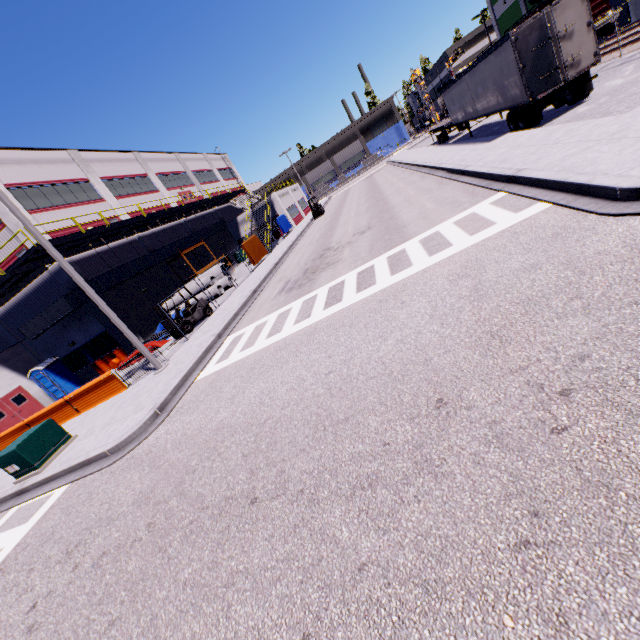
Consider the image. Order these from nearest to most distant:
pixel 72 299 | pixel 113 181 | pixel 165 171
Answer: pixel 72 299
pixel 113 181
pixel 165 171

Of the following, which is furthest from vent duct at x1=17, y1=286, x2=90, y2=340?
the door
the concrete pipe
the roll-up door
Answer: the roll-up door

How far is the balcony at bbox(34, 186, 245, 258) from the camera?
18.7 meters

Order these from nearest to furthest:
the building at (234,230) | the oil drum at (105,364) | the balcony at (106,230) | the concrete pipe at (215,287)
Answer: the balcony at (106,230)
the oil drum at (105,364)
the building at (234,230)
the concrete pipe at (215,287)

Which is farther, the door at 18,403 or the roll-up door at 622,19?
the roll-up door at 622,19

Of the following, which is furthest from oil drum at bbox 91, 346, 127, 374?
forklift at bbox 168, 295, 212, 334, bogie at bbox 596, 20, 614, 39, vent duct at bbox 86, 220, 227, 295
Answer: bogie at bbox 596, 20, 614, 39

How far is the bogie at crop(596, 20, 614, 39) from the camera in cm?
2423

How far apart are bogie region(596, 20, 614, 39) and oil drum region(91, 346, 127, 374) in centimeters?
4138cm
